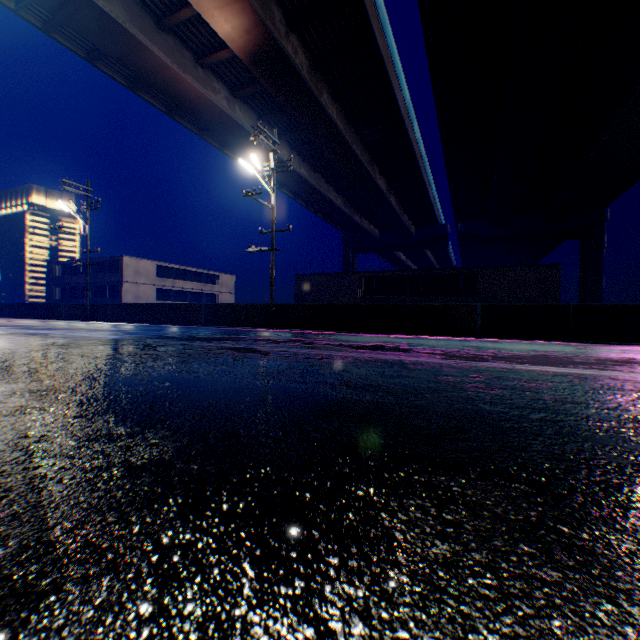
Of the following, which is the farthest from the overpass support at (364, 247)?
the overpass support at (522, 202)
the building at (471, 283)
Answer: the building at (471, 283)

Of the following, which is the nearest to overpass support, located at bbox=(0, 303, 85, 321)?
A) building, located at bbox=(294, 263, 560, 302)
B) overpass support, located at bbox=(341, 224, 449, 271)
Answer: overpass support, located at bbox=(341, 224, 449, 271)

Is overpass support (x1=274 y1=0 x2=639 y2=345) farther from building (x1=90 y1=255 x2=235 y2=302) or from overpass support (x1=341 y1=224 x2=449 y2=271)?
building (x1=90 y1=255 x2=235 y2=302)

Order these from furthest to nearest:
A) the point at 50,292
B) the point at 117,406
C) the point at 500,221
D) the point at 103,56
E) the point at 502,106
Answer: the point at 50,292 < the point at 500,221 < the point at 502,106 < the point at 103,56 < the point at 117,406

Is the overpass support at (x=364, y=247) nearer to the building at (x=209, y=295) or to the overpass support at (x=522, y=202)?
the overpass support at (x=522, y=202)

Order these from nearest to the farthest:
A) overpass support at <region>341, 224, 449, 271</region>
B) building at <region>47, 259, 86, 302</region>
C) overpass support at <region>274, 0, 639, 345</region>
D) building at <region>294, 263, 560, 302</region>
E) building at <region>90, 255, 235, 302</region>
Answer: overpass support at <region>274, 0, 639, 345</region>
building at <region>294, 263, 560, 302</region>
building at <region>90, 255, 235, 302</region>
building at <region>47, 259, 86, 302</region>
overpass support at <region>341, 224, 449, 271</region>

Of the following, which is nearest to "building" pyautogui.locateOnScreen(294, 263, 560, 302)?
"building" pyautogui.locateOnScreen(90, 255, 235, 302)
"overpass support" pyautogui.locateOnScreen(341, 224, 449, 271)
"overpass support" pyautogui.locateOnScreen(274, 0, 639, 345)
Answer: "building" pyautogui.locateOnScreen(90, 255, 235, 302)
